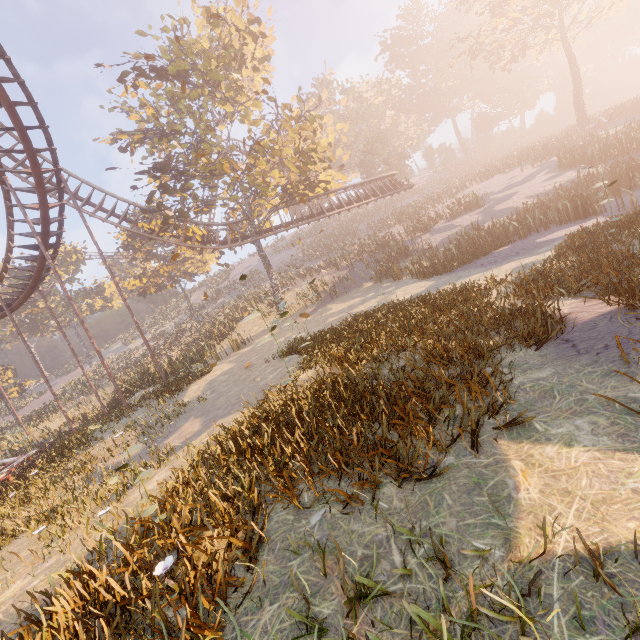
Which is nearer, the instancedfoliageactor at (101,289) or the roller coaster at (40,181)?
the roller coaster at (40,181)

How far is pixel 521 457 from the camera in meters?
3.1 m

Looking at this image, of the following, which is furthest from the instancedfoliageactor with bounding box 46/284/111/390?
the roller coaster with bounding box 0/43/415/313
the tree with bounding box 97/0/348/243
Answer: the tree with bounding box 97/0/348/243

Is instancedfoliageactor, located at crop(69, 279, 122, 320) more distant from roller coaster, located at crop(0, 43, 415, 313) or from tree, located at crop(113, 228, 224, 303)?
tree, located at crop(113, 228, 224, 303)

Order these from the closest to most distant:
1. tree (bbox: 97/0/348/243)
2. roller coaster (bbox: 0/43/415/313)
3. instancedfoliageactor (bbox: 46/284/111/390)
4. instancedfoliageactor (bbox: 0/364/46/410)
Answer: roller coaster (bbox: 0/43/415/313)
tree (bbox: 97/0/348/243)
instancedfoliageactor (bbox: 0/364/46/410)
instancedfoliageactor (bbox: 46/284/111/390)

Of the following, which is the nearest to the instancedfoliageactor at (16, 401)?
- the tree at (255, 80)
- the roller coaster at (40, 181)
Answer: → the roller coaster at (40, 181)
